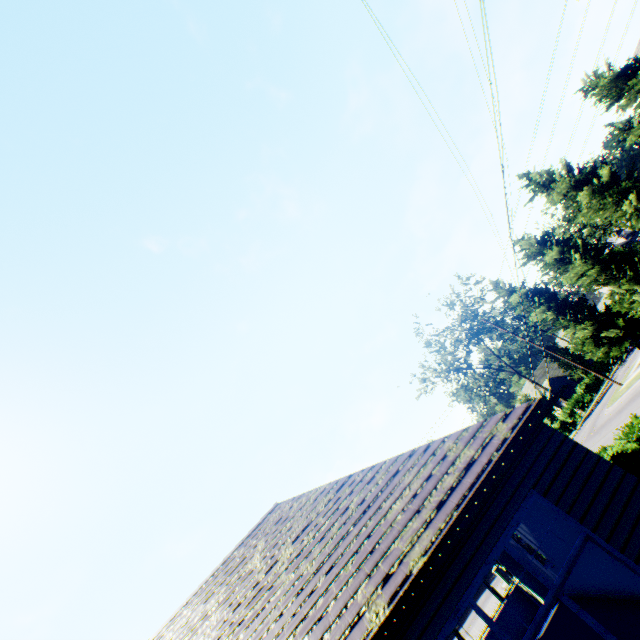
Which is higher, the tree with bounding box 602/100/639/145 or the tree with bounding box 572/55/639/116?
the tree with bounding box 602/100/639/145

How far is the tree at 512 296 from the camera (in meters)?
30.62

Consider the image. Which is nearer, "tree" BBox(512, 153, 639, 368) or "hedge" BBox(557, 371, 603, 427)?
"tree" BBox(512, 153, 639, 368)

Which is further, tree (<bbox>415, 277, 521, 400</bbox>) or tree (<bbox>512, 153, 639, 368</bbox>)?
tree (<bbox>415, 277, 521, 400</bbox>)

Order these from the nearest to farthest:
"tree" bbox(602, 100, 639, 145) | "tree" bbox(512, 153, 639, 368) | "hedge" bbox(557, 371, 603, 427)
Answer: "tree" bbox(602, 100, 639, 145), "tree" bbox(512, 153, 639, 368), "hedge" bbox(557, 371, 603, 427)

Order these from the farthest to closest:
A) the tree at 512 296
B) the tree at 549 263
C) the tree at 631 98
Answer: the tree at 512 296 < the tree at 549 263 < the tree at 631 98

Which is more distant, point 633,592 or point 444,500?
point 633,592
